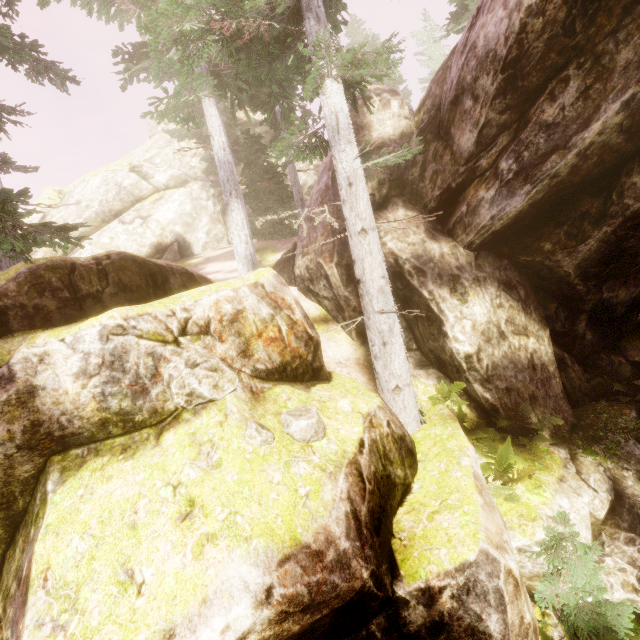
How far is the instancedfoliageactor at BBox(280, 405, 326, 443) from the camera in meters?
4.5

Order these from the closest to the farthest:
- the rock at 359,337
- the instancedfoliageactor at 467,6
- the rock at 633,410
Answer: the rock at 633,410 → the rock at 359,337 → the instancedfoliageactor at 467,6

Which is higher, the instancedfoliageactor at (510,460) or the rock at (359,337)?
the rock at (359,337)

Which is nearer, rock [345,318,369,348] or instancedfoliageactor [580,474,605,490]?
instancedfoliageactor [580,474,605,490]

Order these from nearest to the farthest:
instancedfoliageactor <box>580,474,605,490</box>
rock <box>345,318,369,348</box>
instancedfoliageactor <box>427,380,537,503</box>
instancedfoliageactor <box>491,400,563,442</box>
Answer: instancedfoliageactor <box>427,380,537,503</box> < instancedfoliageactor <box>580,474,605,490</box> < instancedfoliageactor <box>491,400,563,442</box> < rock <box>345,318,369,348</box>

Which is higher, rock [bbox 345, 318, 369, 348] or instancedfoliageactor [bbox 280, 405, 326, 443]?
rock [bbox 345, 318, 369, 348]

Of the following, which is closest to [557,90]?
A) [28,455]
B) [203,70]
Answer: [28,455]
